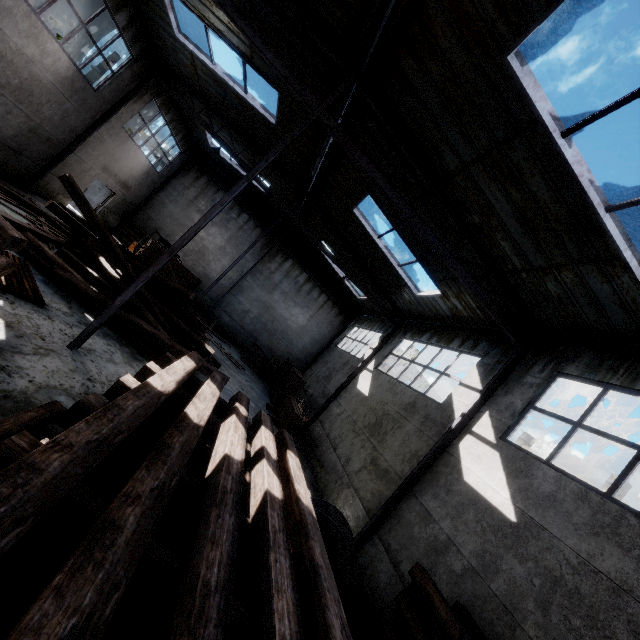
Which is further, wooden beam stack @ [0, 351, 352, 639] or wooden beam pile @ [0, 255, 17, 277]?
wooden beam pile @ [0, 255, 17, 277]

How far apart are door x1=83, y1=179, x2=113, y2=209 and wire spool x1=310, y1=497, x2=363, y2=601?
19.8 meters

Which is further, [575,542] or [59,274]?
[59,274]

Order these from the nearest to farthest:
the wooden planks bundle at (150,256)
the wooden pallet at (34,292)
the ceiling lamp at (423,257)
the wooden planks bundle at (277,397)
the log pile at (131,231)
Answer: the wooden pallet at (34,292)
the ceiling lamp at (423,257)
the wooden planks bundle at (277,397)
the wooden planks bundle at (150,256)
the log pile at (131,231)

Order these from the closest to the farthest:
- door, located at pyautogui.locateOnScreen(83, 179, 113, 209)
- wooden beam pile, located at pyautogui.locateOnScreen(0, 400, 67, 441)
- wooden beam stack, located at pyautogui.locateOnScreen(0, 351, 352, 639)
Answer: wooden beam stack, located at pyautogui.locateOnScreen(0, 351, 352, 639)
wooden beam pile, located at pyautogui.locateOnScreen(0, 400, 67, 441)
door, located at pyautogui.locateOnScreen(83, 179, 113, 209)

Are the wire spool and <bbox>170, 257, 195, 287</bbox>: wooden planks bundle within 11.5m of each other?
no

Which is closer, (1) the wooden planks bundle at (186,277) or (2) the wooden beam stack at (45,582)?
(2) the wooden beam stack at (45,582)

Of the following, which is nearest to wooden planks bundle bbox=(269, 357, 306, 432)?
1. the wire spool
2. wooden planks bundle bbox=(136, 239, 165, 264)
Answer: wooden planks bundle bbox=(136, 239, 165, 264)
